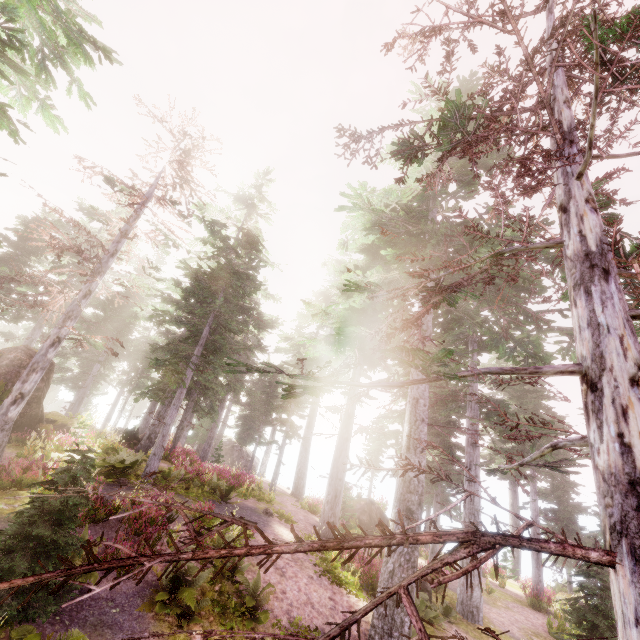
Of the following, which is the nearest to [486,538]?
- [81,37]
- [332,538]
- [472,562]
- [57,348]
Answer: [472,562]

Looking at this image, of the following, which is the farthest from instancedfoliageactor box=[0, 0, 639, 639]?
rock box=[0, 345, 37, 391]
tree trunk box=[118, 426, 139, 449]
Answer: tree trunk box=[118, 426, 139, 449]

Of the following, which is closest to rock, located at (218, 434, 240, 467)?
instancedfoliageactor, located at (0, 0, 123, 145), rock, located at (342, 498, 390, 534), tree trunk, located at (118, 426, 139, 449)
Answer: instancedfoliageactor, located at (0, 0, 123, 145)

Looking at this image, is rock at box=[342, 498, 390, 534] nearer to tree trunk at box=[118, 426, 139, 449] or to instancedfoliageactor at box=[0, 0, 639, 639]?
instancedfoliageactor at box=[0, 0, 639, 639]

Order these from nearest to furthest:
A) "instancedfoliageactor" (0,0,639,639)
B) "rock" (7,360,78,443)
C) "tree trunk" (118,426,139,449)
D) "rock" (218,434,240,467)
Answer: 1. "instancedfoliageactor" (0,0,639,639)
2. "rock" (7,360,78,443)
3. "tree trunk" (118,426,139,449)
4. "rock" (218,434,240,467)

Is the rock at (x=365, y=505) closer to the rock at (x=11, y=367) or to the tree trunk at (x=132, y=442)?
the tree trunk at (x=132, y=442)

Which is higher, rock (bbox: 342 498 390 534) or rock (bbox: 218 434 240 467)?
rock (bbox: 218 434 240 467)

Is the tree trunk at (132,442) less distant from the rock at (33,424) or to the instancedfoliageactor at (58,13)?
the instancedfoliageactor at (58,13)
